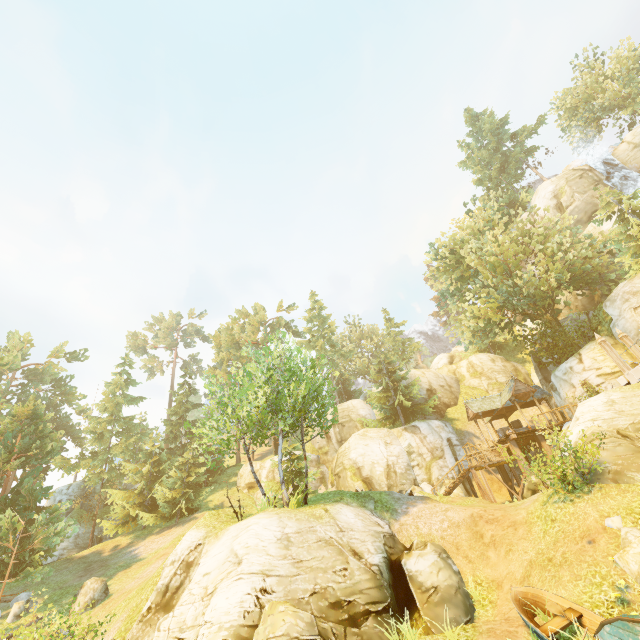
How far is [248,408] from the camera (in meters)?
15.61

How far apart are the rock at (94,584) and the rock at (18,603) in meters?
3.3 m

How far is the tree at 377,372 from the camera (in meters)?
34.16

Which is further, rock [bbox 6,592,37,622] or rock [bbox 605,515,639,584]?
rock [bbox 6,592,37,622]

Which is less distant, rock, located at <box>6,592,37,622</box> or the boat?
the boat

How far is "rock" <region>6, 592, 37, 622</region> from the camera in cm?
1891

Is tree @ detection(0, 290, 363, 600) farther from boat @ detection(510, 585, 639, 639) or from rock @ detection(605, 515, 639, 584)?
rock @ detection(605, 515, 639, 584)

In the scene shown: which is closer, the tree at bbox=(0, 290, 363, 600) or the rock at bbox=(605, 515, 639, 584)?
the rock at bbox=(605, 515, 639, 584)
